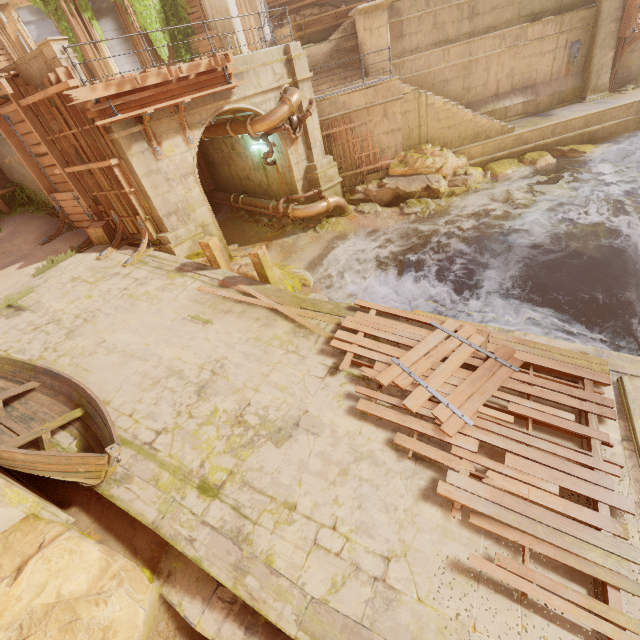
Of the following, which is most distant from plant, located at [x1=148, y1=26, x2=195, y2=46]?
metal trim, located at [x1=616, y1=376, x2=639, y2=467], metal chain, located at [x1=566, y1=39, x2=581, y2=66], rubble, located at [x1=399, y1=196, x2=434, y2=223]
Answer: metal chain, located at [x1=566, y1=39, x2=581, y2=66]

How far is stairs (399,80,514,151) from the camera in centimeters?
1381cm

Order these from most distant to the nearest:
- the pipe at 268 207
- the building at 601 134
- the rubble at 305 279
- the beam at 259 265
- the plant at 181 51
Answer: the plant at 181 51 < the building at 601 134 < the pipe at 268 207 < the rubble at 305 279 < the beam at 259 265

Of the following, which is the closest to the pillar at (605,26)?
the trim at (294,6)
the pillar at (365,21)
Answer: the pillar at (365,21)

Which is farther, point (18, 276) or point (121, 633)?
point (18, 276)

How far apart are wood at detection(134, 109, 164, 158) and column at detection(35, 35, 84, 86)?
1.07m

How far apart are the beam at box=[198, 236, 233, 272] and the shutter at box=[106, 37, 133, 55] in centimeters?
1479cm

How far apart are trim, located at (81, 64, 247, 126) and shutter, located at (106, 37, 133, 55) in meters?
11.4
